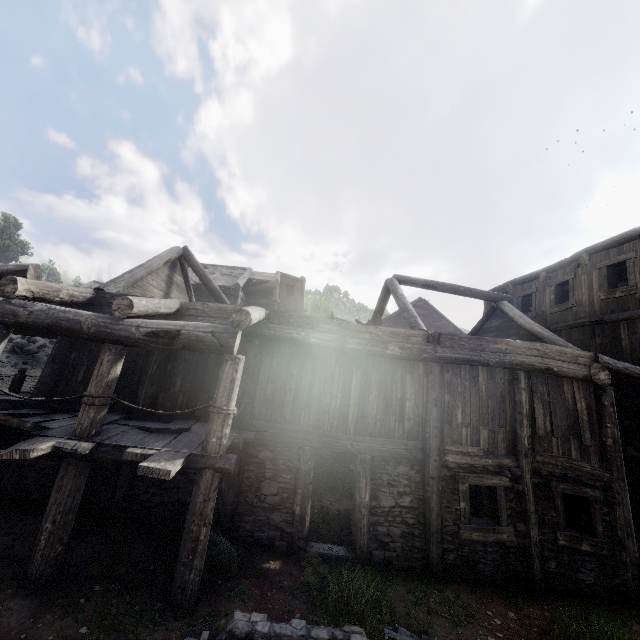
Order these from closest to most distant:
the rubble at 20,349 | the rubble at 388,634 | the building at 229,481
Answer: the rubble at 388,634 → the building at 229,481 → the rubble at 20,349

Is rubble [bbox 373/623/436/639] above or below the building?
below

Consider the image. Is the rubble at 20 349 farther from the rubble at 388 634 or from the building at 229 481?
the rubble at 388 634

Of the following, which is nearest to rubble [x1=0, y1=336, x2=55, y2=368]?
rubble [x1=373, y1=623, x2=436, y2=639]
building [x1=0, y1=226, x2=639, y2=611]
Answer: building [x1=0, y1=226, x2=639, y2=611]

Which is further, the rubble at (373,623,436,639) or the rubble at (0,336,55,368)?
the rubble at (0,336,55,368)

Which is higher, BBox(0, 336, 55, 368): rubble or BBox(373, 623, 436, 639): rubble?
BBox(0, 336, 55, 368): rubble

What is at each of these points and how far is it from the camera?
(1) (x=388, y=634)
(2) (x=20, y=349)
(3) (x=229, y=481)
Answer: (1) rubble, 5.3 meters
(2) rubble, 19.5 meters
(3) building, 7.6 meters

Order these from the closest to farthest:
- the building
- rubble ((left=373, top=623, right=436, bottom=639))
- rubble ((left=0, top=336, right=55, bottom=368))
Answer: rubble ((left=373, top=623, right=436, bottom=639)) < the building < rubble ((left=0, top=336, right=55, bottom=368))
